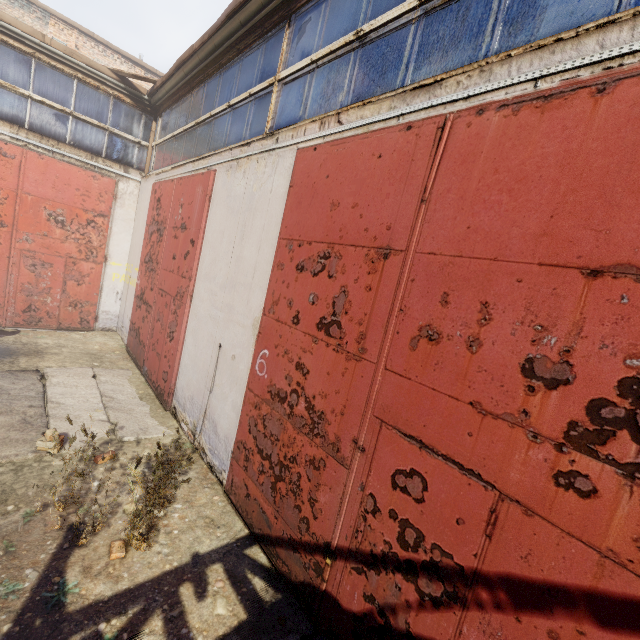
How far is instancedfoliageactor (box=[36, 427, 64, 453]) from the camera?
3.24m

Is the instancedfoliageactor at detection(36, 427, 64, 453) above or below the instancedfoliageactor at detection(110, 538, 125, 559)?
above

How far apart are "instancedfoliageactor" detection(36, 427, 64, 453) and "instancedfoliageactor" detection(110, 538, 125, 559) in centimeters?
3cm

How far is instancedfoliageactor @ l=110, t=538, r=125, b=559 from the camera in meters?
3.0 m

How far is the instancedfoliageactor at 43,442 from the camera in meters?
3.2 m

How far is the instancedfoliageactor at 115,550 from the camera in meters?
3.0

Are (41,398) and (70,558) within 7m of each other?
yes
